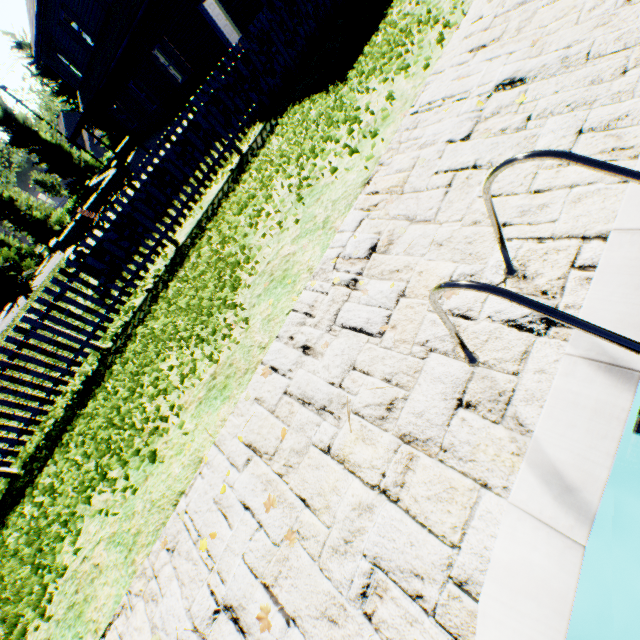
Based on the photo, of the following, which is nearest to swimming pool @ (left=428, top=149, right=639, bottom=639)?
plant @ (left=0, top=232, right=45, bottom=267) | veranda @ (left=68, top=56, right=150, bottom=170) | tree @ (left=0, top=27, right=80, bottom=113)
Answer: tree @ (left=0, top=27, right=80, bottom=113)

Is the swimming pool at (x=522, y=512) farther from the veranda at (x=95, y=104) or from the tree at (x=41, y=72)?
the veranda at (x=95, y=104)

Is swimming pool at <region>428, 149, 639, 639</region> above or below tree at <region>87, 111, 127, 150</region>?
below

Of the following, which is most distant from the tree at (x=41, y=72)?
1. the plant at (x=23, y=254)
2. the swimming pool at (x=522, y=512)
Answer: the swimming pool at (x=522, y=512)

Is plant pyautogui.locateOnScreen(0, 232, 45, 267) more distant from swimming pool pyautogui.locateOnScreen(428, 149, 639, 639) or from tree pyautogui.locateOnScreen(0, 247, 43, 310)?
swimming pool pyautogui.locateOnScreen(428, 149, 639, 639)

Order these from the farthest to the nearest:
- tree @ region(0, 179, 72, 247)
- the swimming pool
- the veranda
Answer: tree @ region(0, 179, 72, 247), the veranda, the swimming pool

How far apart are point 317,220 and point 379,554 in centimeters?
350cm
